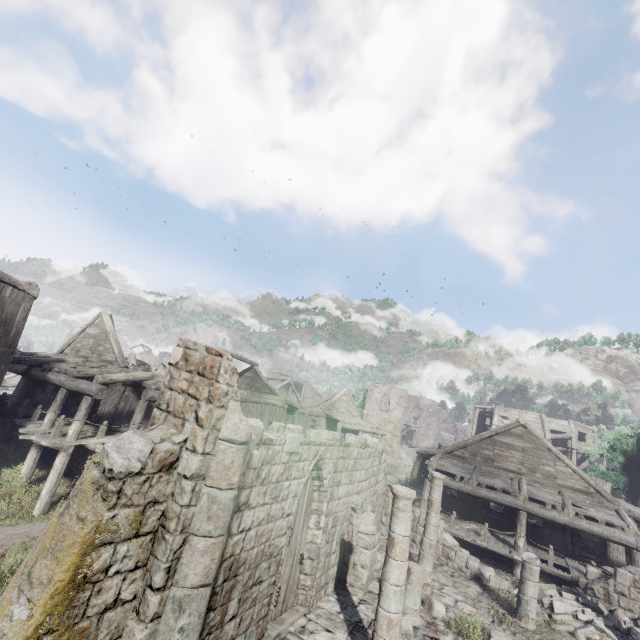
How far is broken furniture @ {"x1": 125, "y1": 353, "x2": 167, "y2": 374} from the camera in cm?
1911

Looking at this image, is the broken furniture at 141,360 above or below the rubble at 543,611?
above

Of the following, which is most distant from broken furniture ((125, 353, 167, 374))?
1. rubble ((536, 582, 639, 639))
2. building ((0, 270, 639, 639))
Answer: rubble ((536, 582, 639, 639))

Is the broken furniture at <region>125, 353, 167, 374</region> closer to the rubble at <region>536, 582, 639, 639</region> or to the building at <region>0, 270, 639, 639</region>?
the building at <region>0, 270, 639, 639</region>

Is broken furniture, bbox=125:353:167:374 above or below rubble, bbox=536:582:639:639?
above

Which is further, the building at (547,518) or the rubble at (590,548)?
the rubble at (590,548)

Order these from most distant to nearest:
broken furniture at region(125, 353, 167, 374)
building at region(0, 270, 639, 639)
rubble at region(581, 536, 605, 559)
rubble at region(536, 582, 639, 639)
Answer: broken furniture at region(125, 353, 167, 374) < rubble at region(581, 536, 605, 559) < rubble at region(536, 582, 639, 639) < building at region(0, 270, 639, 639)

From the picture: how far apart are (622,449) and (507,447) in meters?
13.3 m
